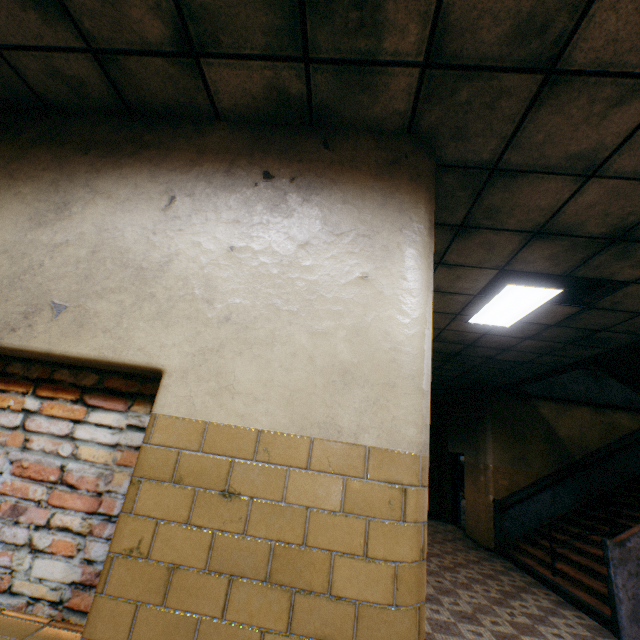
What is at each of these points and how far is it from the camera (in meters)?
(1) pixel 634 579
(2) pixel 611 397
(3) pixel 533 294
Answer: (1) stairs, 4.63
(2) stairs, 8.96
(3) lamp, 3.91

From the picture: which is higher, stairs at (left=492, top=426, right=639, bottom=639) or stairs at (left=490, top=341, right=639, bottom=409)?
stairs at (left=490, top=341, right=639, bottom=409)

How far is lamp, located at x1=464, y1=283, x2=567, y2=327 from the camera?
3.8 meters

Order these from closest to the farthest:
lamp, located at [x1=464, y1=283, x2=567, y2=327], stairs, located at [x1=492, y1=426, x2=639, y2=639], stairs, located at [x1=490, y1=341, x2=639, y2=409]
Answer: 1. lamp, located at [x1=464, y1=283, x2=567, y2=327]
2. stairs, located at [x1=492, y1=426, x2=639, y2=639]
3. stairs, located at [x1=490, y1=341, x2=639, y2=409]

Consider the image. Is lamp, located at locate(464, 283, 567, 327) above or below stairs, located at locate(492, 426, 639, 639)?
above

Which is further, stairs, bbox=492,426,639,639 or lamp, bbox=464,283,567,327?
stairs, bbox=492,426,639,639

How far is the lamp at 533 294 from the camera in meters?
3.8 m

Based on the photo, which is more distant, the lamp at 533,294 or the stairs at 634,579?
the stairs at 634,579
